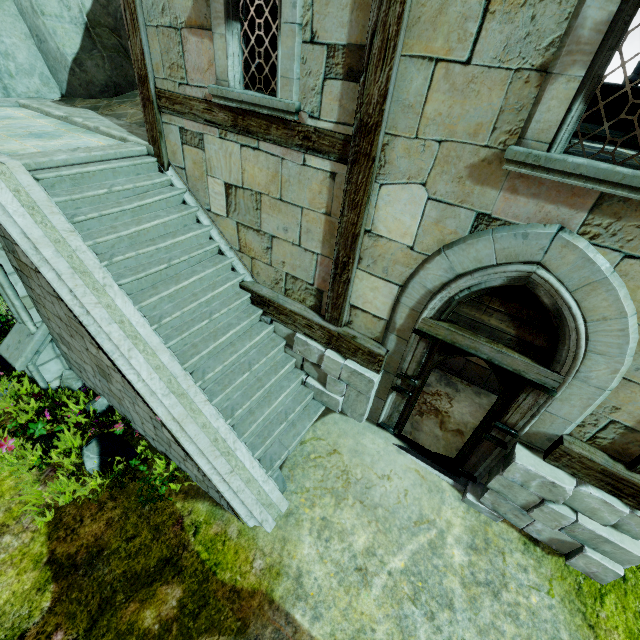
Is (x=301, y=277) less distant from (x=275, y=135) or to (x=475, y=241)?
(x=275, y=135)

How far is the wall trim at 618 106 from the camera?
8.8m

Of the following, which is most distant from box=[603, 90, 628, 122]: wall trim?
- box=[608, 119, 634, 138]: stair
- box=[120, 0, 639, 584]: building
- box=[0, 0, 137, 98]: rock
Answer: box=[0, 0, 137, 98]: rock

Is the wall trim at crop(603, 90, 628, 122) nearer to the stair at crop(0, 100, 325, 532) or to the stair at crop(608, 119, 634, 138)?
the stair at crop(608, 119, 634, 138)

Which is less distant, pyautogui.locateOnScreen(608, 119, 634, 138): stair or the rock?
pyautogui.locateOnScreen(608, 119, 634, 138): stair

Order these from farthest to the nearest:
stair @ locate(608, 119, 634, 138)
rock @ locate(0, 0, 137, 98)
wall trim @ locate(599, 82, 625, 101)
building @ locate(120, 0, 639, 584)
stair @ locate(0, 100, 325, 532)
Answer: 1. wall trim @ locate(599, 82, 625, 101)
2. rock @ locate(0, 0, 137, 98)
3. stair @ locate(608, 119, 634, 138)
4. stair @ locate(0, 100, 325, 532)
5. building @ locate(120, 0, 639, 584)

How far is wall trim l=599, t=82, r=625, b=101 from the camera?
8.7m

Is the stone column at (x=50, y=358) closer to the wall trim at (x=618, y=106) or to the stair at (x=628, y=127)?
the stair at (x=628, y=127)
